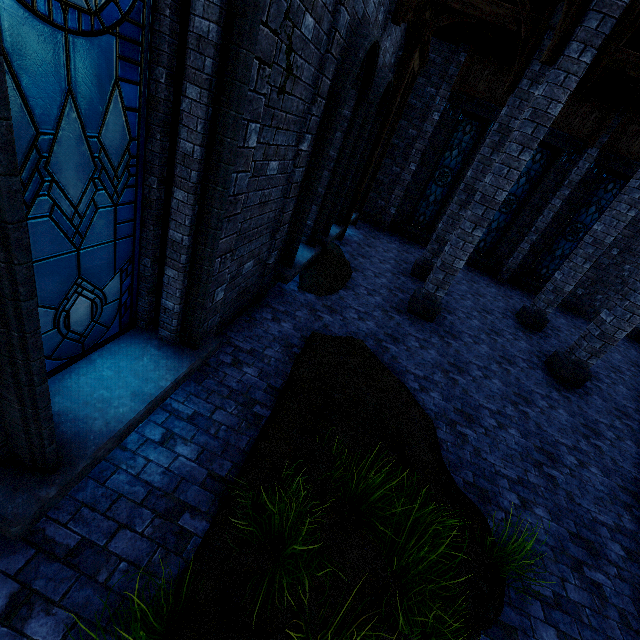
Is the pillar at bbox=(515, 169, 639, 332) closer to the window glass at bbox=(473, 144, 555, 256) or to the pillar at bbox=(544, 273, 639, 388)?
the pillar at bbox=(544, 273, 639, 388)

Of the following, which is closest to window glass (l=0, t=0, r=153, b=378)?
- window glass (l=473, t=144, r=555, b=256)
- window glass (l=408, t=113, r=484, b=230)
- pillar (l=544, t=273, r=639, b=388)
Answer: pillar (l=544, t=273, r=639, b=388)

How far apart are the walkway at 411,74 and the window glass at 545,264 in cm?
820

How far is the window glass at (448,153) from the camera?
13.12m

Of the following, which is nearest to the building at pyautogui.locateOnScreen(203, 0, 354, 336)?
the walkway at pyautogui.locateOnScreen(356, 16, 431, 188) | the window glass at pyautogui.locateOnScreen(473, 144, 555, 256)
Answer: the walkway at pyautogui.locateOnScreen(356, 16, 431, 188)

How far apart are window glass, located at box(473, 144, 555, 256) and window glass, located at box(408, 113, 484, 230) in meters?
1.8 m

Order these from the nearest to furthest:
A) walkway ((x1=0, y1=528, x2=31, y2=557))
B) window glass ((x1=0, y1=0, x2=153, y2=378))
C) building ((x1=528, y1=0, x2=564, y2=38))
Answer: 1. window glass ((x1=0, y1=0, x2=153, y2=378))
2. walkway ((x1=0, y1=528, x2=31, y2=557))
3. building ((x1=528, y1=0, x2=564, y2=38))

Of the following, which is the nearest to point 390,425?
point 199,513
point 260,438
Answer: point 260,438
